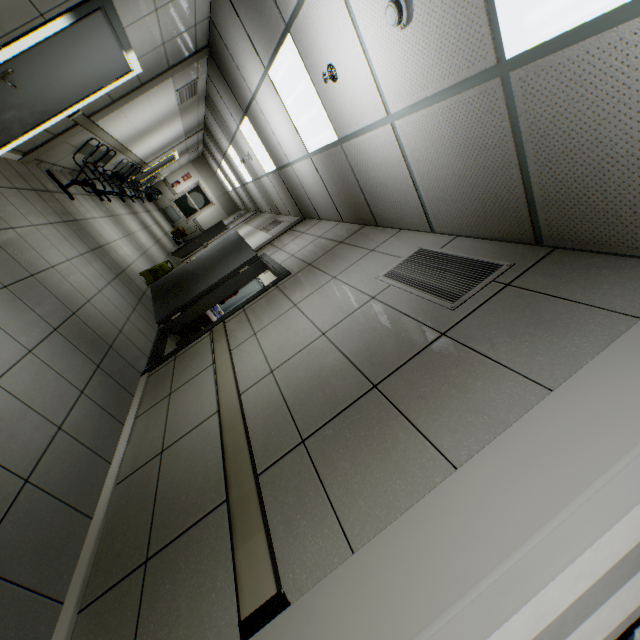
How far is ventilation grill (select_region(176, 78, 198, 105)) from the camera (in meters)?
5.95

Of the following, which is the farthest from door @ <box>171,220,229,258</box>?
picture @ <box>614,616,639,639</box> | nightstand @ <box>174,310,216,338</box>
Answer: picture @ <box>614,616,639,639</box>

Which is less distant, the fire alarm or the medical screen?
the fire alarm

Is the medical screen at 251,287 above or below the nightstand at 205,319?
above

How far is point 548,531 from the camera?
0.9m

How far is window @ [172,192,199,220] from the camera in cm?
1609

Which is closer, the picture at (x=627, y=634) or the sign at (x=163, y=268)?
the picture at (x=627, y=634)

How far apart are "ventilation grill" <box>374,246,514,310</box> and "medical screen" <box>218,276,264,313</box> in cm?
570
